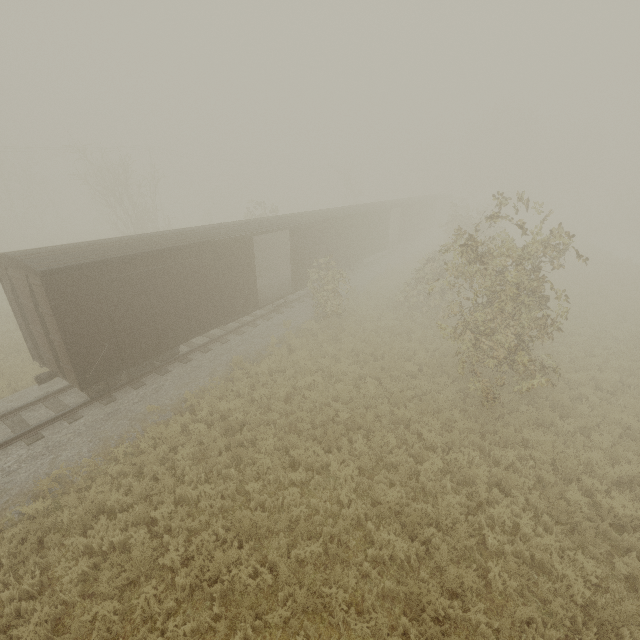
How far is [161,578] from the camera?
6.64m
